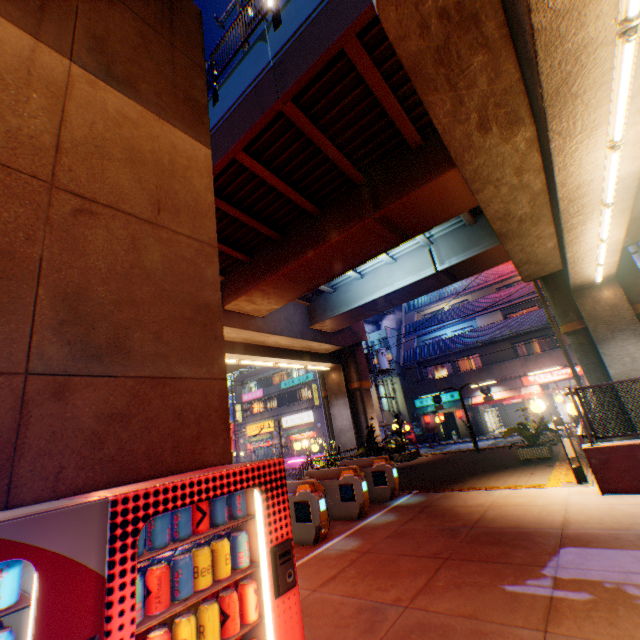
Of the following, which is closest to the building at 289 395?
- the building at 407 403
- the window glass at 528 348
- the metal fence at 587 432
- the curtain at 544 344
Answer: the metal fence at 587 432

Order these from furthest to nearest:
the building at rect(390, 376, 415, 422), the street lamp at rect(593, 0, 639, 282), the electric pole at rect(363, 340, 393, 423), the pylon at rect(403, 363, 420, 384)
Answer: the building at rect(390, 376, 415, 422) < the pylon at rect(403, 363, 420, 384) < the electric pole at rect(363, 340, 393, 423) < the street lamp at rect(593, 0, 639, 282)

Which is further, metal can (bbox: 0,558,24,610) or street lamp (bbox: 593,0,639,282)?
street lamp (bbox: 593,0,639,282)

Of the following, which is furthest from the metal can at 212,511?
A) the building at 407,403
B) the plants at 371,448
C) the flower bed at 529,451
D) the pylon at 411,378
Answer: the building at 407,403

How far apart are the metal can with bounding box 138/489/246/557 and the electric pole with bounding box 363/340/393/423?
22.1m

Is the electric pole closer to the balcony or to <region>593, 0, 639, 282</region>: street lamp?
the balcony

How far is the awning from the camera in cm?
2514

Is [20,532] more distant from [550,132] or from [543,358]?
[543,358]
